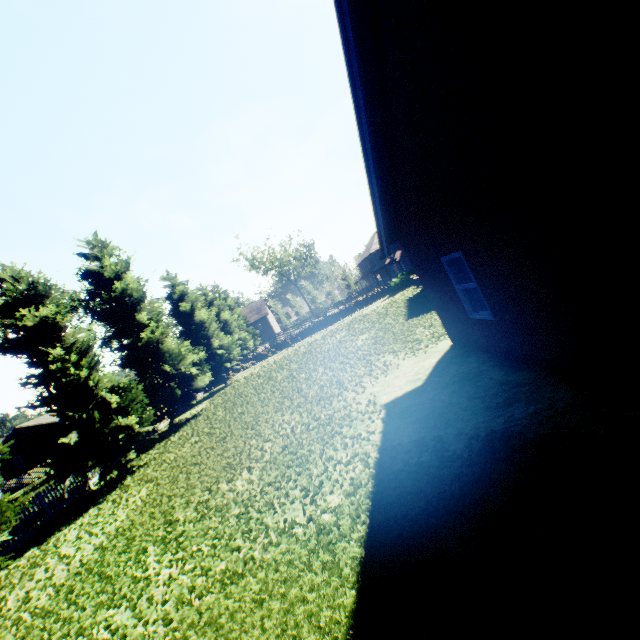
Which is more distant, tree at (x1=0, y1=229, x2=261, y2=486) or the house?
the house

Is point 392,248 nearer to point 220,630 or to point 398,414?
point 398,414

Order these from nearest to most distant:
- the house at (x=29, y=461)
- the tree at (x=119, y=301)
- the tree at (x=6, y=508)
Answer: the tree at (x=6, y=508) < the tree at (x=119, y=301) < the house at (x=29, y=461)

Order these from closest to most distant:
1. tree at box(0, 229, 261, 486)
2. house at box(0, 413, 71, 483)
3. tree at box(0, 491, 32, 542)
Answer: tree at box(0, 491, 32, 542) → tree at box(0, 229, 261, 486) → house at box(0, 413, 71, 483)

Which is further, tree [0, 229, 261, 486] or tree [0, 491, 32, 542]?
tree [0, 229, 261, 486]

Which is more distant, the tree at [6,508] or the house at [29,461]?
the house at [29,461]
